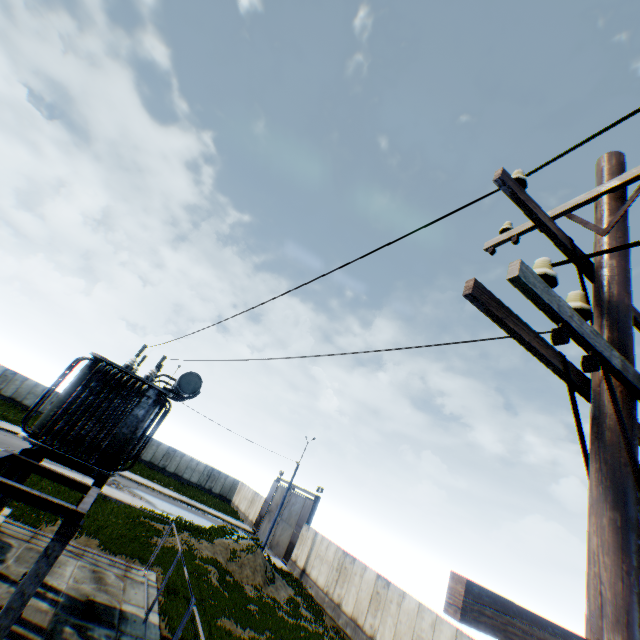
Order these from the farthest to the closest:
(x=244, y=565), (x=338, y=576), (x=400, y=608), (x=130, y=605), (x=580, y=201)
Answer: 1. (x=338, y=576)
2. (x=244, y=565)
3. (x=400, y=608)
4. (x=130, y=605)
5. (x=580, y=201)

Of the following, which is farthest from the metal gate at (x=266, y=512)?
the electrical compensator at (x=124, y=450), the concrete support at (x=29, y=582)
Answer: the concrete support at (x=29, y=582)

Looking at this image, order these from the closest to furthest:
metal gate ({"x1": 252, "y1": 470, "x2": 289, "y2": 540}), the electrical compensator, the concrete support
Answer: the concrete support → the electrical compensator → metal gate ({"x1": 252, "y1": 470, "x2": 289, "y2": 540})

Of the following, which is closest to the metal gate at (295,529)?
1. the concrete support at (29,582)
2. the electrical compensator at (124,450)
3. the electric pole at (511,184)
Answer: the electrical compensator at (124,450)

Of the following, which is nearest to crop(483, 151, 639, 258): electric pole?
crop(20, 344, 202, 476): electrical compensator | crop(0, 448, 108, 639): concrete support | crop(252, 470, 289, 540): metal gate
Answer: crop(0, 448, 108, 639): concrete support

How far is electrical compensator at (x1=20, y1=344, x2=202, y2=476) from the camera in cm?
→ 914

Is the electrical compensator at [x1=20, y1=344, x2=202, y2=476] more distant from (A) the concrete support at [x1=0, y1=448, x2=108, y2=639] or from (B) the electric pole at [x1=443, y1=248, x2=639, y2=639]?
(B) the electric pole at [x1=443, y1=248, x2=639, y2=639]

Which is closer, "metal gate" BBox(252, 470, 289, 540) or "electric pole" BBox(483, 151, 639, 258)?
"electric pole" BBox(483, 151, 639, 258)
